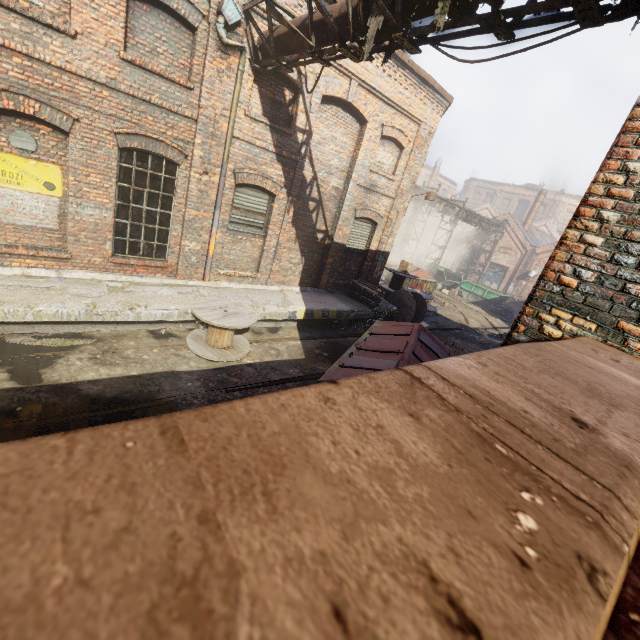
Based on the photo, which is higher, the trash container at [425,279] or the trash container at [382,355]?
the trash container at [382,355]

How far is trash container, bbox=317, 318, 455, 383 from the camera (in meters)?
5.52

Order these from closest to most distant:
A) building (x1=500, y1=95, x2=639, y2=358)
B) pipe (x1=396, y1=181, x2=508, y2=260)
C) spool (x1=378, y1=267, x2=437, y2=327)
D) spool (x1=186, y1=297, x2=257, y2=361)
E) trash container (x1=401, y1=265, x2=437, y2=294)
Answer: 1. building (x1=500, y1=95, x2=639, y2=358)
2. spool (x1=186, y1=297, x2=257, y2=361)
3. spool (x1=378, y1=267, x2=437, y2=327)
4. trash container (x1=401, y1=265, x2=437, y2=294)
5. pipe (x1=396, y1=181, x2=508, y2=260)

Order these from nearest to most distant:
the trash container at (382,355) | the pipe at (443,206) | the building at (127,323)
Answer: the trash container at (382,355), the building at (127,323), the pipe at (443,206)

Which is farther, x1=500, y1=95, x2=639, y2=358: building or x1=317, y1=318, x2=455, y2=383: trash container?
x1=317, y1=318, x2=455, y2=383: trash container

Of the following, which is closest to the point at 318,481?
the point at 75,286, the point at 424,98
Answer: the point at 75,286

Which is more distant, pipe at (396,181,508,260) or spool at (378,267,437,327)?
pipe at (396,181,508,260)

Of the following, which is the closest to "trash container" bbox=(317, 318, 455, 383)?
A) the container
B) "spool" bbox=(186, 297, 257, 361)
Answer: "spool" bbox=(186, 297, 257, 361)
